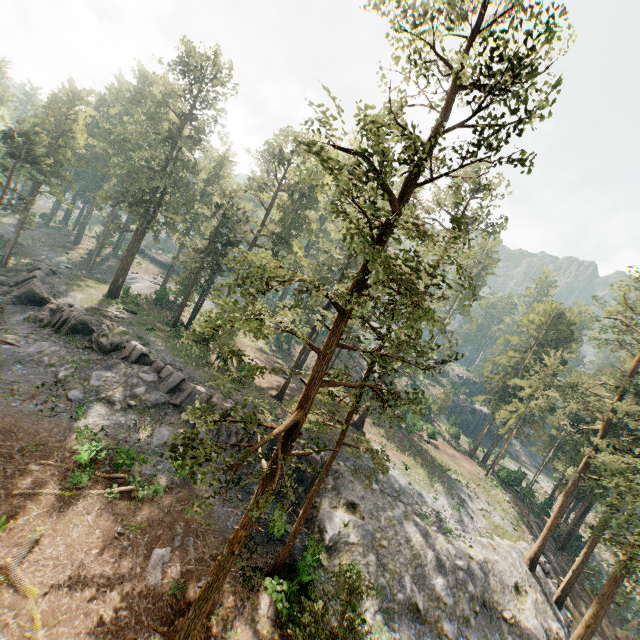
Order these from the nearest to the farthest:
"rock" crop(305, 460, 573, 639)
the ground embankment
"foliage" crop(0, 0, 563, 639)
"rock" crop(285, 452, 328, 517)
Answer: "foliage" crop(0, 0, 563, 639) → "rock" crop(305, 460, 573, 639) → "rock" crop(285, 452, 328, 517) → the ground embankment

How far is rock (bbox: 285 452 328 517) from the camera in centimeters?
2558cm

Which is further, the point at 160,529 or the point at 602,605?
the point at 602,605

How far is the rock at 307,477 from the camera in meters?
25.6 m

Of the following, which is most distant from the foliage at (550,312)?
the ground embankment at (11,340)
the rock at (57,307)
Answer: the ground embankment at (11,340)

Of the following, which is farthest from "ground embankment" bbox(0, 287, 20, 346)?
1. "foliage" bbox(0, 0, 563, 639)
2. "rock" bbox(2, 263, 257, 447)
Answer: "foliage" bbox(0, 0, 563, 639)
